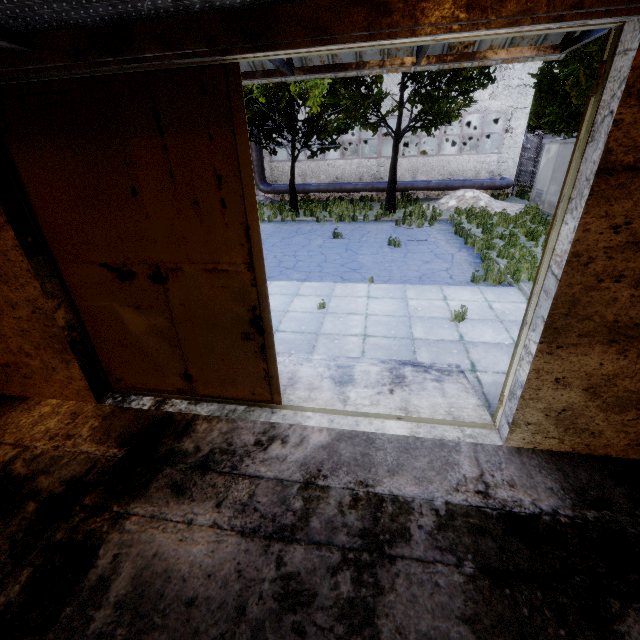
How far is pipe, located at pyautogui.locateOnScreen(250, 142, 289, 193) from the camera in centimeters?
2195cm

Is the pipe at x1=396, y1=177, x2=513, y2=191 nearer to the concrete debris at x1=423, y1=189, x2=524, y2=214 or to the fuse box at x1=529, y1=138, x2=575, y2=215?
the concrete debris at x1=423, y1=189, x2=524, y2=214

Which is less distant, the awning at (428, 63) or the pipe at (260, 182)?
the awning at (428, 63)

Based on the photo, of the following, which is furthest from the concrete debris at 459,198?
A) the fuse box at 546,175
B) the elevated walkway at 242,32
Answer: the elevated walkway at 242,32

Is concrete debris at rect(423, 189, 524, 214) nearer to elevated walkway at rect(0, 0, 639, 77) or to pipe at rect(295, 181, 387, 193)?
pipe at rect(295, 181, 387, 193)

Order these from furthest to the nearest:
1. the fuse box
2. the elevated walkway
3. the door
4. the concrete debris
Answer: the concrete debris < the fuse box < the door < the elevated walkway

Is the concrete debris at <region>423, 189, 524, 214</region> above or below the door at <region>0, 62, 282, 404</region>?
below

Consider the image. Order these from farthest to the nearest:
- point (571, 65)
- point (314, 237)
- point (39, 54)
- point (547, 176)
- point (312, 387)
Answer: point (547, 176) → point (314, 237) → point (571, 65) → point (312, 387) → point (39, 54)
